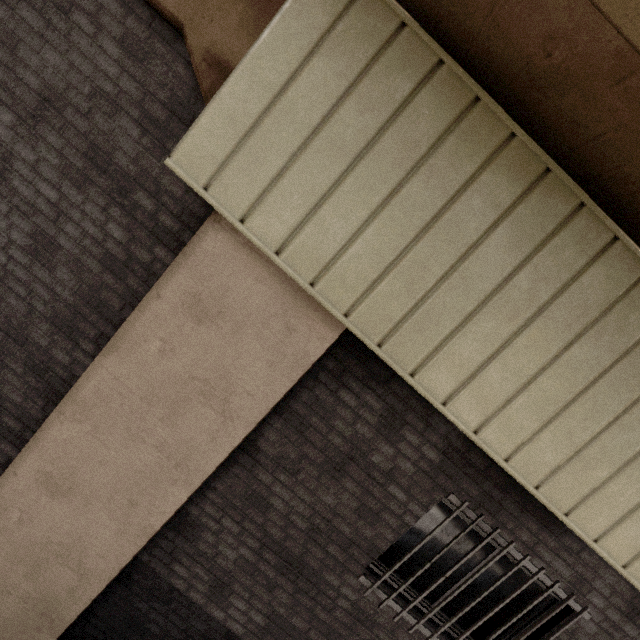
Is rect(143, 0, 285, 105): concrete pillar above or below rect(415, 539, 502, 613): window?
above

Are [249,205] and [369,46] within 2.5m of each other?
yes

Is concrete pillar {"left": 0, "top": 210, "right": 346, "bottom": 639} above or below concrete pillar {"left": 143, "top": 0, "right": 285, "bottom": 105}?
below

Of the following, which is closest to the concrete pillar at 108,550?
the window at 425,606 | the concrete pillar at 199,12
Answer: the concrete pillar at 199,12

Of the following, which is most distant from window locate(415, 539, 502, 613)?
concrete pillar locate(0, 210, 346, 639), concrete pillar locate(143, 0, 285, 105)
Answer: concrete pillar locate(143, 0, 285, 105)

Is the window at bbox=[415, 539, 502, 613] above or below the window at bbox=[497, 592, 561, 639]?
below
